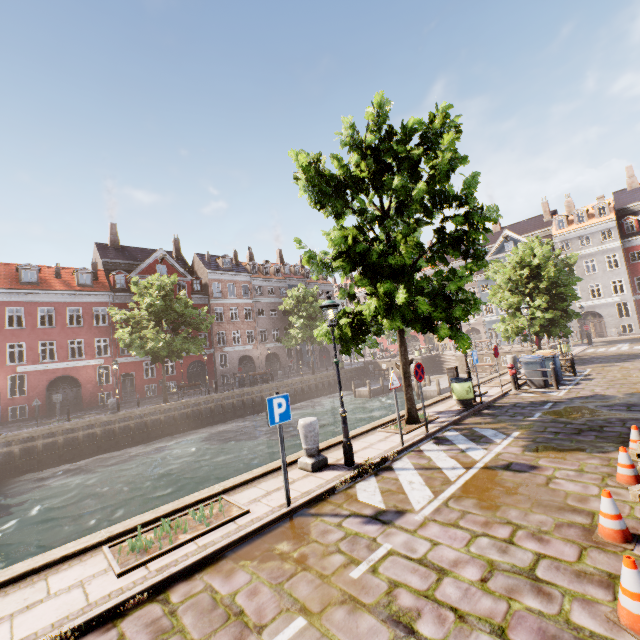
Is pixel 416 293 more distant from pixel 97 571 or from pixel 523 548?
pixel 97 571

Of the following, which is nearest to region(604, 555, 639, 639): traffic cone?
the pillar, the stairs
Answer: the pillar

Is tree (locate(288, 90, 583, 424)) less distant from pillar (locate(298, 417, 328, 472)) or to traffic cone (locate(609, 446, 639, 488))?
pillar (locate(298, 417, 328, 472))

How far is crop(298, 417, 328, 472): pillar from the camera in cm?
716

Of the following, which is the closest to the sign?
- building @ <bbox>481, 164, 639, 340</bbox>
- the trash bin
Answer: the trash bin

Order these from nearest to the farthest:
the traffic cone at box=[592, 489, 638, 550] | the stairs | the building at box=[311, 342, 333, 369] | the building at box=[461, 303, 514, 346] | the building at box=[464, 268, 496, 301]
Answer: the traffic cone at box=[592, 489, 638, 550] < the stairs < the building at box=[461, 303, 514, 346] < the building at box=[464, 268, 496, 301] < the building at box=[311, 342, 333, 369]

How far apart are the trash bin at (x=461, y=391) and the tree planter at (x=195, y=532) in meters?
8.5

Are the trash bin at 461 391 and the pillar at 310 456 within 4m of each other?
no
